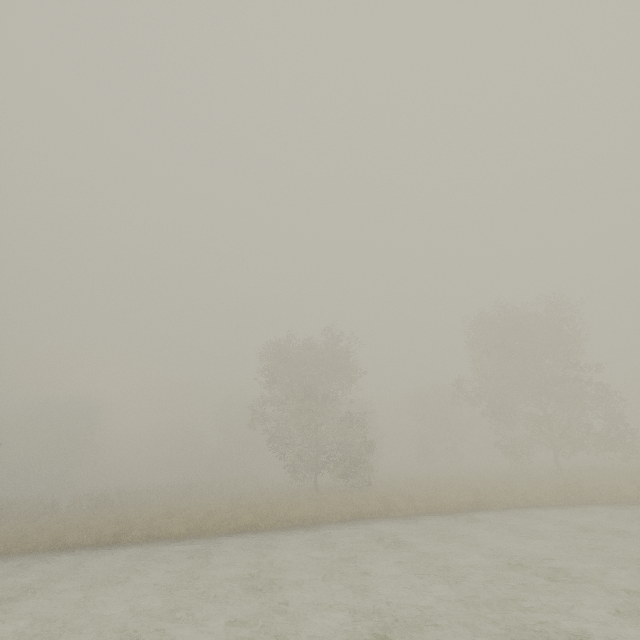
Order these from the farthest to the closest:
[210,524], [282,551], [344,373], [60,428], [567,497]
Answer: [60,428]
[344,373]
[567,497]
[210,524]
[282,551]
